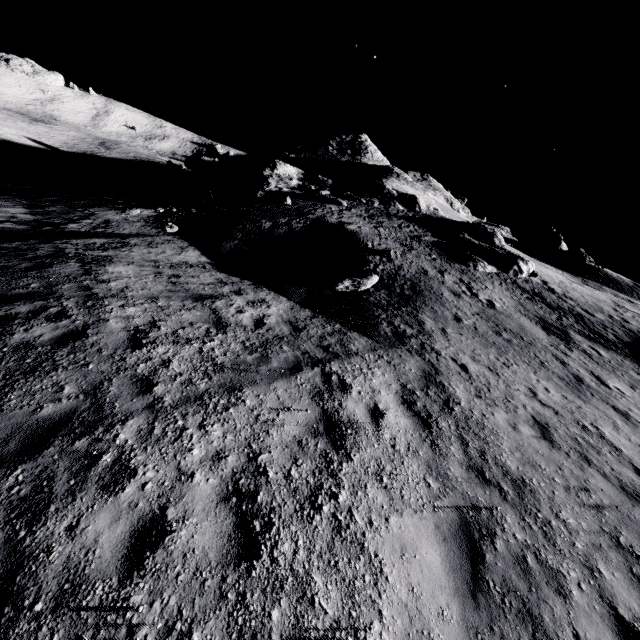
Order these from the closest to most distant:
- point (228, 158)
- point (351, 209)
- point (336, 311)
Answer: point (336, 311), point (351, 209), point (228, 158)

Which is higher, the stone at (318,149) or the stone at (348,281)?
the stone at (318,149)

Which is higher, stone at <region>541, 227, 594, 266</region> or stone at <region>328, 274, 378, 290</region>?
stone at <region>541, 227, 594, 266</region>

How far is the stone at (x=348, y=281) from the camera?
13.3 meters

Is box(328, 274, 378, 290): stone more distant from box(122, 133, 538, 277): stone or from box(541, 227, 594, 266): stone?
box(541, 227, 594, 266): stone

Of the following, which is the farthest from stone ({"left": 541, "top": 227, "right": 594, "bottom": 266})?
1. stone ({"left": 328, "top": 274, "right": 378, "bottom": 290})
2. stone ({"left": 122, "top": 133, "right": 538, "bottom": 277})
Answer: stone ({"left": 328, "top": 274, "right": 378, "bottom": 290})

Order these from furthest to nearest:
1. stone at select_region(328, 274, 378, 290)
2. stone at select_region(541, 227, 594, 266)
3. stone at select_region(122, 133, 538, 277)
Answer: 1. stone at select_region(541, 227, 594, 266)
2. stone at select_region(122, 133, 538, 277)
3. stone at select_region(328, 274, 378, 290)
